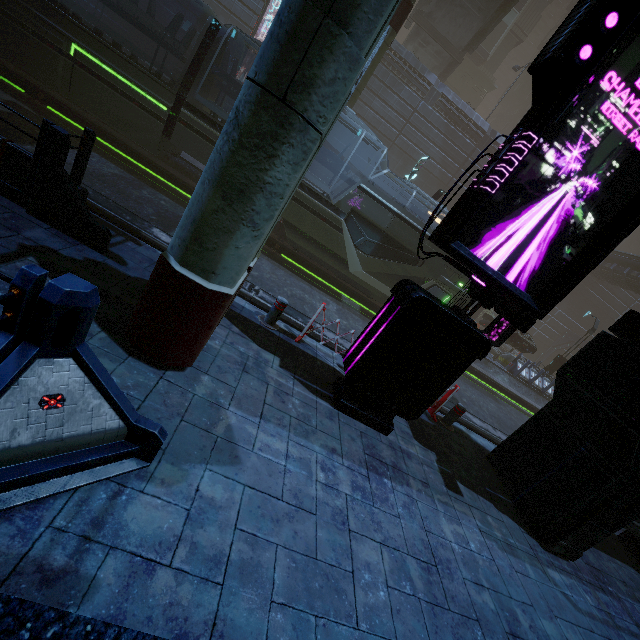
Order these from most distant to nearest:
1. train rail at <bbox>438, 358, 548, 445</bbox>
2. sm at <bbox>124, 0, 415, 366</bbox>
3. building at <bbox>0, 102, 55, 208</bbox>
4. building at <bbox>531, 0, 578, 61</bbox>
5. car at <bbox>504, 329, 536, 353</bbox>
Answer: building at <bbox>531, 0, 578, 61</bbox>, car at <bbox>504, 329, 536, 353</bbox>, train rail at <bbox>438, 358, 548, 445</bbox>, building at <bbox>0, 102, 55, 208</bbox>, sm at <bbox>124, 0, 415, 366</bbox>

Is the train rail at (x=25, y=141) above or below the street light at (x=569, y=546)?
below

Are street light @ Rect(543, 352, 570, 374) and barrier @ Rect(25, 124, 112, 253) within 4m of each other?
no

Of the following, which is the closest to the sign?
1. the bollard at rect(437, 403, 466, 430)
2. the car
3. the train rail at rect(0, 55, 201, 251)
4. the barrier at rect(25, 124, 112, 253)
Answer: the train rail at rect(0, 55, 201, 251)

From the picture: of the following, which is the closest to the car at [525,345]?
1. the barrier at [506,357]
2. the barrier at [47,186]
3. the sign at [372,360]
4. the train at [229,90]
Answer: the barrier at [506,357]

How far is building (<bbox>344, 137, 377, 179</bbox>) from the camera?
27.16m

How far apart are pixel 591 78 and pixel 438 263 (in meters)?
10.06
